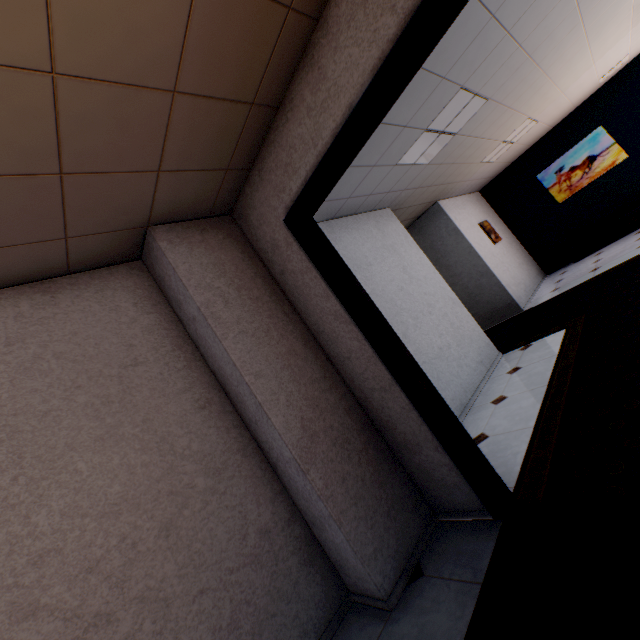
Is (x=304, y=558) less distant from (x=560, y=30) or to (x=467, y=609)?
(x=467, y=609)

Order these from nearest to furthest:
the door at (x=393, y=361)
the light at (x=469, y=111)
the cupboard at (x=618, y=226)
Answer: the door at (x=393, y=361), the light at (x=469, y=111), the cupboard at (x=618, y=226)

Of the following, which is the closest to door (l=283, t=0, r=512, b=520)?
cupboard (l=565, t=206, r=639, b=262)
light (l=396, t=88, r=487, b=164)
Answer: light (l=396, t=88, r=487, b=164)

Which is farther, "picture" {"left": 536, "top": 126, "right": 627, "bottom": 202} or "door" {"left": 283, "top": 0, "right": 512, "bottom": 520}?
"picture" {"left": 536, "top": 126, "right": 627, "bottom": 202}

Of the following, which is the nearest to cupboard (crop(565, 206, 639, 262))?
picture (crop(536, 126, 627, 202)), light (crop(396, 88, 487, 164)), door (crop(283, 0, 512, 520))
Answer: picture (crop(536, 126, 627, 202))

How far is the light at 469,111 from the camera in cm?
356

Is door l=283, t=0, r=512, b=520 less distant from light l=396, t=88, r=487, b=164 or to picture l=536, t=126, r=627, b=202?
light l=396, t=88, r=487, b=164

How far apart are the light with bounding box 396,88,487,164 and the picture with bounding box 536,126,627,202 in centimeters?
542cm
